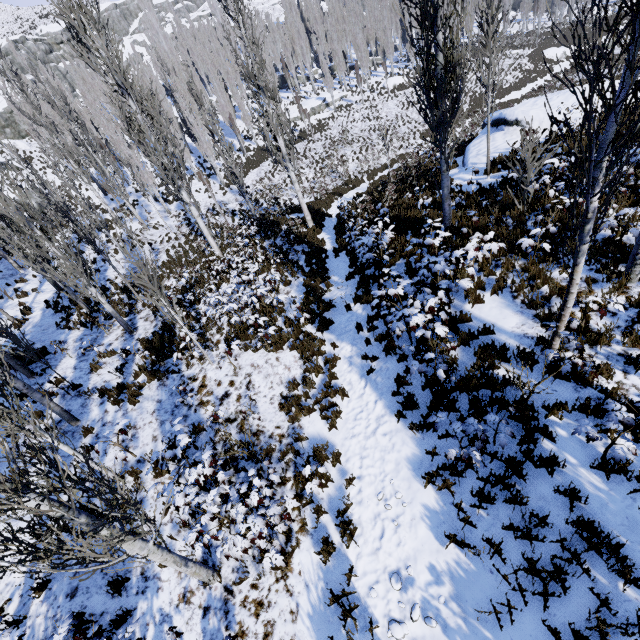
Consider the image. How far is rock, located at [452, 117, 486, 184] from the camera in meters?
13.4 m

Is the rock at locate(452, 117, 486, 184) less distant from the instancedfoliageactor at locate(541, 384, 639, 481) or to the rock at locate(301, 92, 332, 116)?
the instancedfoliageactor at locate(541, 384, 639, 481)

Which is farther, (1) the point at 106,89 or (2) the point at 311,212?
(1) the point at 106,89

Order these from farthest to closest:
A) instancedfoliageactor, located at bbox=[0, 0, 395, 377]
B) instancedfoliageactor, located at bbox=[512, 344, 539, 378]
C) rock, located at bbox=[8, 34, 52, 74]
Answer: rock, located at bbox=[8, 34, 52, 74] → instancedfoliageactor, located at bbox=[0, 0, 395, 377] → instancedfoliageactor, located at bbox=[512, 344, 539, 378]

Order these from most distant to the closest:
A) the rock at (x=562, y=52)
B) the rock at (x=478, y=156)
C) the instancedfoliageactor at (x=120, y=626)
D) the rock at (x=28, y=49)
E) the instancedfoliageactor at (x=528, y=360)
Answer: the rock at (x=28, y=49) < the rock at (x=562, y=52) < the rock at (x=478, y=156) < the instancedfoliageactor at (x=528, y=360) < the instancedfoliageactor at (x=120, y=626)

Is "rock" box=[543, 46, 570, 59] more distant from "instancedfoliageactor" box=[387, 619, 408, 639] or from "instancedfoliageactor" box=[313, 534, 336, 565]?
"instancedfoliageactor" box=[387, 619, 408, 639]

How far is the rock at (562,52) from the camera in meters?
38.6 m

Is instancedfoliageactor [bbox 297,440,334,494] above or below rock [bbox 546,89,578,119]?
below
